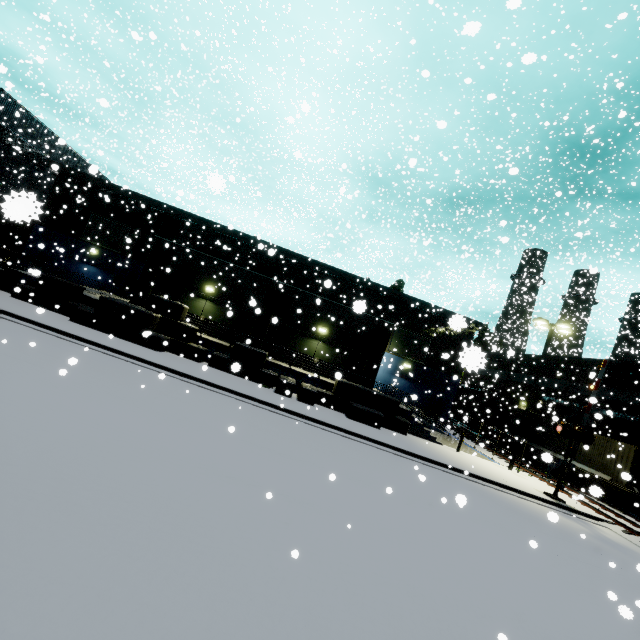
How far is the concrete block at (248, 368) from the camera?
18.53m

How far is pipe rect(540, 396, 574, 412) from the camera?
28.81m

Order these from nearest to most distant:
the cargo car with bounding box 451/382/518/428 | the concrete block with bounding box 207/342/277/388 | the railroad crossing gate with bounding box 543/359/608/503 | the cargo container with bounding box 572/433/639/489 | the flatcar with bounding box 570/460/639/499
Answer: the railroad crossing gate with bounding box 543/359/608/503
the concrete block with bounding box 207/342/277/388
the flatcar with bounding box 570/460/639/499
the cargo container with bounding box 572/433/639/489
the cargo car with bounding box 451/382/518/428

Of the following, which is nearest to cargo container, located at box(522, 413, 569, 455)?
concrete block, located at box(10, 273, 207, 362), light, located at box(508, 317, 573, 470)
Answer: concrete block, located at box(10, 273, 207, 362)

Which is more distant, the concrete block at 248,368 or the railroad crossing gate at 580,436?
the concrete block at 248,368

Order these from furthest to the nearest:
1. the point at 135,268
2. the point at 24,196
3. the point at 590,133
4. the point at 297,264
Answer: the point at 297,264
the point at 135,268
the point at 590,133
the point at 24,196

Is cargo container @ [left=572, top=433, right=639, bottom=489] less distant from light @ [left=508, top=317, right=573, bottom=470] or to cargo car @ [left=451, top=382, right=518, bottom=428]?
cargo car @ [left=451, top=382, right=518, bottom=428]

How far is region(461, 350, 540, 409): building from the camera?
2.16m
